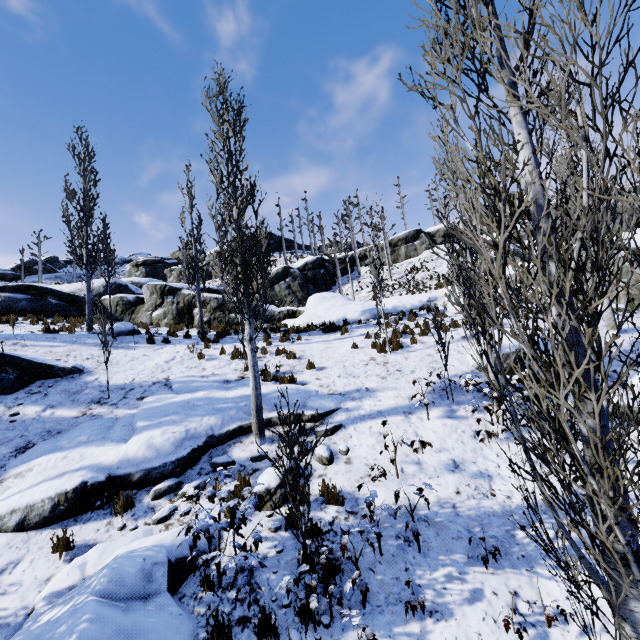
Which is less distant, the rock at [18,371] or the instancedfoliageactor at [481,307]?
the instancedfoliageactor at [481,307]

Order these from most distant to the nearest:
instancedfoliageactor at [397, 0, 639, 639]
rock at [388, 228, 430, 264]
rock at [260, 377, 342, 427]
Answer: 1. rock at [388, 228, 430, 264]
2. rock at [260, 377, 342, 427]
3. instancedfoliageactor at [397, 0, 639, 639]

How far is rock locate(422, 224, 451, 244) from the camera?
35.69m

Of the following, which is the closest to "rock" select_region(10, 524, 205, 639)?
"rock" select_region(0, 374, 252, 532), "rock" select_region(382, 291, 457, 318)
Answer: "rock" select_region(0, 374, 252, 532)

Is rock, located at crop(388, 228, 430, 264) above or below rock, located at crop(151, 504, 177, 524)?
above

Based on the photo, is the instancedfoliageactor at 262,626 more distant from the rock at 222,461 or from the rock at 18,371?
the rock at 18,371

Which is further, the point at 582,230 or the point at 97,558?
the point at 97,558

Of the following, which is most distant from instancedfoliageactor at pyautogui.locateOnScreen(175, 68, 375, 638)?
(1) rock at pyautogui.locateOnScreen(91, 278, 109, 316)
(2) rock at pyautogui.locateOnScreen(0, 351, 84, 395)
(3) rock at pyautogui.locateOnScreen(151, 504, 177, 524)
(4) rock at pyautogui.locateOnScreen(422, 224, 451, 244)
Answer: (4) rock at pyautogui.locateOnScreen(422, 224, 451, 244)
